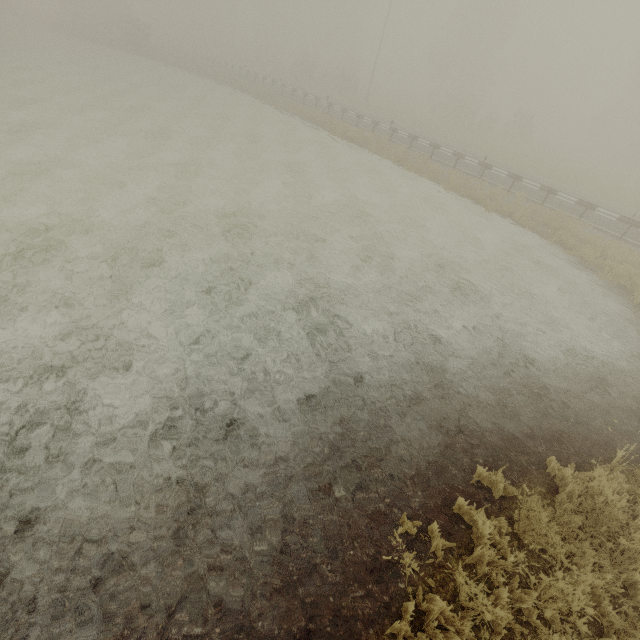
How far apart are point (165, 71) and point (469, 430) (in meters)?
44.69
